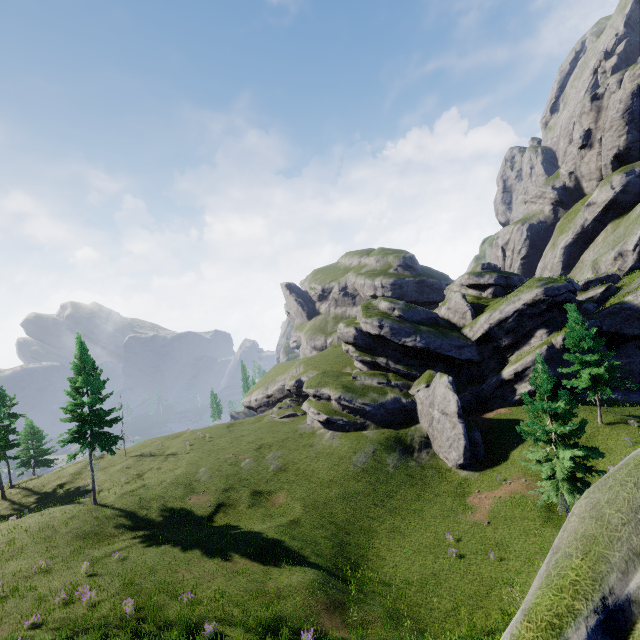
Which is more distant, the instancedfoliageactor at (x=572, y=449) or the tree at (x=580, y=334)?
the tree at (x=580, y=334)

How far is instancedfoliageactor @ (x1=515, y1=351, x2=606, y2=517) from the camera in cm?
1767

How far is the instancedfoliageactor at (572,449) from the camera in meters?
17.7

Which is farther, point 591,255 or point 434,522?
point 591,255

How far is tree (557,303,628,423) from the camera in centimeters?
2619cm

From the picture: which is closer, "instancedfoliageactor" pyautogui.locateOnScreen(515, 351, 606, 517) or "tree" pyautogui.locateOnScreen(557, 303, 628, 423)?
"instancedfoliageactor" pyautogui.locateOnScreen(515, 351, 606, 517)
